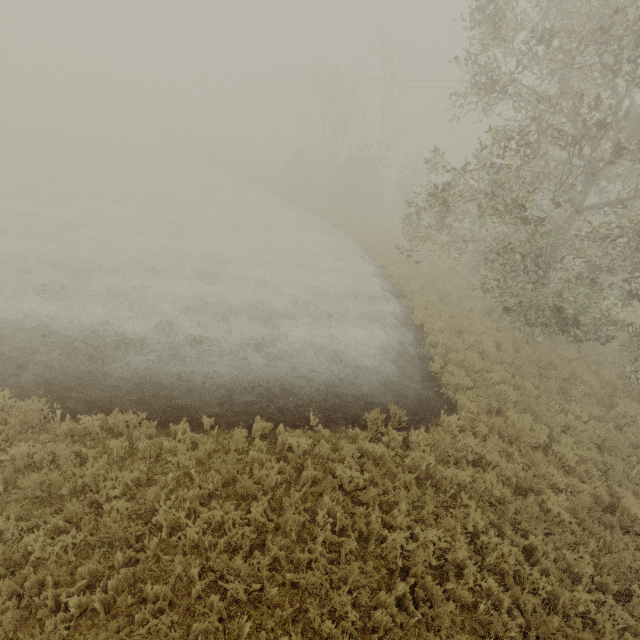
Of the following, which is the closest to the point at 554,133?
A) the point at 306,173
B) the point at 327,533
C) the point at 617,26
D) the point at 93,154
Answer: the point at 617,26
